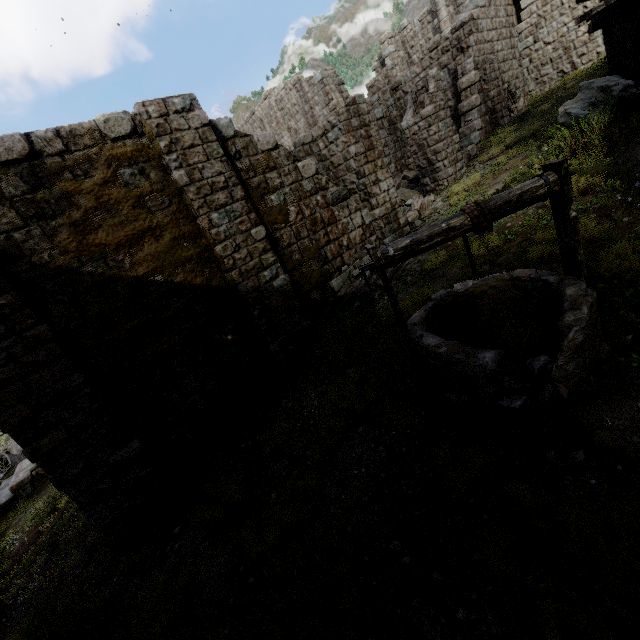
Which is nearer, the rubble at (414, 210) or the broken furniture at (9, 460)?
the rubble at (414, 210)

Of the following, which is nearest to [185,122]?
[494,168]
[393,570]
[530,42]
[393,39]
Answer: [393,570]

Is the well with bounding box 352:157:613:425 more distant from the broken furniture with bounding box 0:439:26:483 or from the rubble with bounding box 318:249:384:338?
the broken furniture with bounding box 0:439:26:483

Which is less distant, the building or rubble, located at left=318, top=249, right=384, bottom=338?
the building

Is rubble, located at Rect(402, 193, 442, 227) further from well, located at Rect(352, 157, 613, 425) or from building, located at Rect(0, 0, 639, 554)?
well, located at Rect(352, 157, 613, 425)

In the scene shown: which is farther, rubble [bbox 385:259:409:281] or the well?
rubble [bbox 385:259:409:281]

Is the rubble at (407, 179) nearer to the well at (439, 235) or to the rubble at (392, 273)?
the rubble at (392, 273)

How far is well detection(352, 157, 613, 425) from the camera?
3.1m
